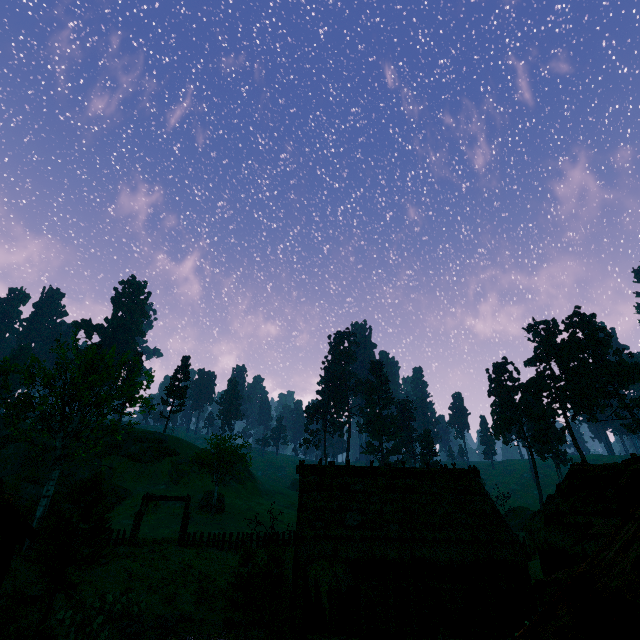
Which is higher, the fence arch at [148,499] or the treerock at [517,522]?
the fence arch at [148,499]

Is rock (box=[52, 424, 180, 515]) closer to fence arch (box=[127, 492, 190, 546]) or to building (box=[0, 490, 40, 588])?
fence arch (box=[127, 492, 190, 546])

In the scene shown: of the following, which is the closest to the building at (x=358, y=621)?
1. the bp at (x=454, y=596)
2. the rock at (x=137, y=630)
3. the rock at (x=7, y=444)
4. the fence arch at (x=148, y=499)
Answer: the bp at (x=454, y=596)

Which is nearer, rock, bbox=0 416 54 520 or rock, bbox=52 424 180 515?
rock, bbox=0 416 54 520

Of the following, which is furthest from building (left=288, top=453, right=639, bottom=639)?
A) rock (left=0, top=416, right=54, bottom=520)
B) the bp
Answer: rock (left=0, top=416, right=54, bottom=520)

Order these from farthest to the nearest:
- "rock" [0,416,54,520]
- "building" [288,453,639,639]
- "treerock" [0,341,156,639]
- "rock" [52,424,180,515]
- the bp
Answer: "rock" [52,424,180,515]
"rock" [0,416,54,520]
the bp
"treerock" [0,341,156,639]
"building" [288,453,639,639]

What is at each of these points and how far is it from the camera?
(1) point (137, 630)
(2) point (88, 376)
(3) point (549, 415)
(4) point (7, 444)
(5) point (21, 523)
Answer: (1) rock, 15.24m
(2) treerock, 31.64m
(3) treerock, 56.00m
(4) rock, 48.12m
(5) building, 11.06m

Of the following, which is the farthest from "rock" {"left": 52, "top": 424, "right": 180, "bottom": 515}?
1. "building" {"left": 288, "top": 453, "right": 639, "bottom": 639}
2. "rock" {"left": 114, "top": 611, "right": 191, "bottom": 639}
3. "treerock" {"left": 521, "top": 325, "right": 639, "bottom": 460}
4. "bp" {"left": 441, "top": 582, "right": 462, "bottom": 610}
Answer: "bp" {"left": 441, "top": 582, "right": 462, "bottom": 610}
